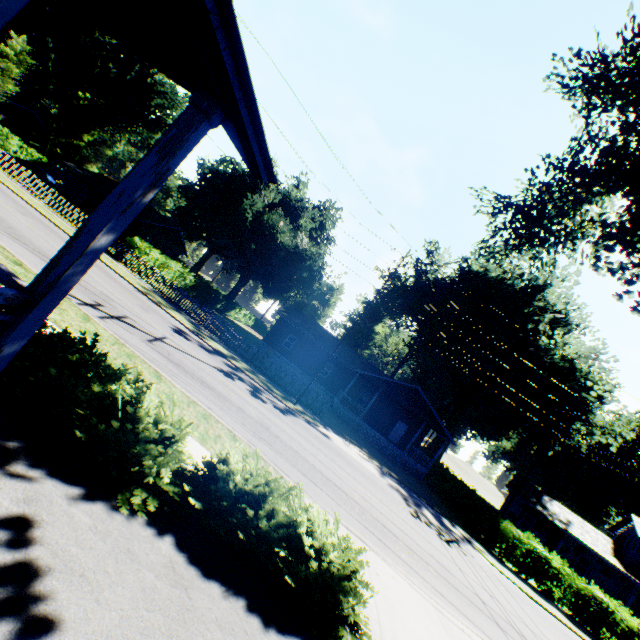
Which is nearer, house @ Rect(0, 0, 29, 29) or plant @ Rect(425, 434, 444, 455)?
house @ Rect(0, 0, 29, 29)

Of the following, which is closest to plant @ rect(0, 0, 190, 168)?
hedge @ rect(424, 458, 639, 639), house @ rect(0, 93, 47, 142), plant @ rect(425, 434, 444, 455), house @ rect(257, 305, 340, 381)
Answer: house @ rect(0, 93, 47, 142)

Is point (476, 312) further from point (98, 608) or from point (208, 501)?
point (98, 608)

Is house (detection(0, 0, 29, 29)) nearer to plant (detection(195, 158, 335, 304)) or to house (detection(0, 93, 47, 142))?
plant (detection(195, 158, 335, 304))

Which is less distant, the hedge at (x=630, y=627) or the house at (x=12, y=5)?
the house at (x=12, y=5)

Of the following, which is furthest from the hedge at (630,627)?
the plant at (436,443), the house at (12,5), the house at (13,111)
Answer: the house at (13,111)

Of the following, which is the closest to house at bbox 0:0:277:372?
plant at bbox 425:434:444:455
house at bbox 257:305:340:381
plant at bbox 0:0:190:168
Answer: house at bbox 257:305:340:381

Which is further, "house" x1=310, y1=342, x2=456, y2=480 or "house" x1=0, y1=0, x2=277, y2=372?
"house" x1=310, y1=342, x2=456, y2=480
